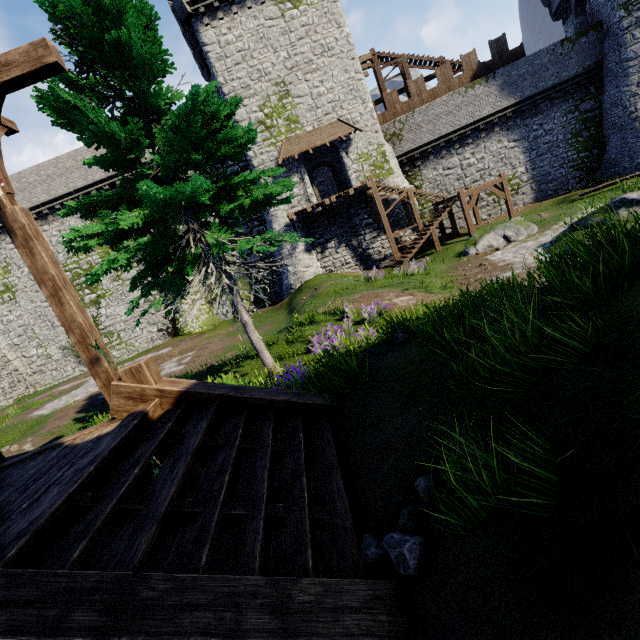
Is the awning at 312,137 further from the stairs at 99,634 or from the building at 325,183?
the stairs at 99,634

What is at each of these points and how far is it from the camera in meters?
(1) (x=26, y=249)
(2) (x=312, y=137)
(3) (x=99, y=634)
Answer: (1) wooden post, 5.2 m
(2) awning, 22.7 m
(3) stairs, 1.6 m

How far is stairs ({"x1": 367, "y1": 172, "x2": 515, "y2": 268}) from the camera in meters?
21.0

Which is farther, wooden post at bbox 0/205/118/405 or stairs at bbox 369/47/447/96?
stairs at bbox 369/47/447/96

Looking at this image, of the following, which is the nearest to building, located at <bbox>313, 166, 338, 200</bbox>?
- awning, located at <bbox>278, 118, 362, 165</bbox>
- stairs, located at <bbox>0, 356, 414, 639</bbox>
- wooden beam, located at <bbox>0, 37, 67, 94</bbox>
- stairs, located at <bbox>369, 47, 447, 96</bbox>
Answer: awning, located at <bbox>278, 118, 362, 165</bbox>

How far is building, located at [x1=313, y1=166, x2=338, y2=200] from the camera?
31.05m

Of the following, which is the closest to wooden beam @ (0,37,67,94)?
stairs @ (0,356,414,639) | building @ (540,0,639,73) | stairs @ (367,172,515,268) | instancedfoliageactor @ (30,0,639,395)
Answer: instancedfoliageactor @ (30,0,639,395)

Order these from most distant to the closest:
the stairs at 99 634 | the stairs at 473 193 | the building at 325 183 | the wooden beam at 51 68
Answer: the building at 325 183 < the stairs at 473 193 < the wooden beam at 51 68 < the stairs at 99 634
